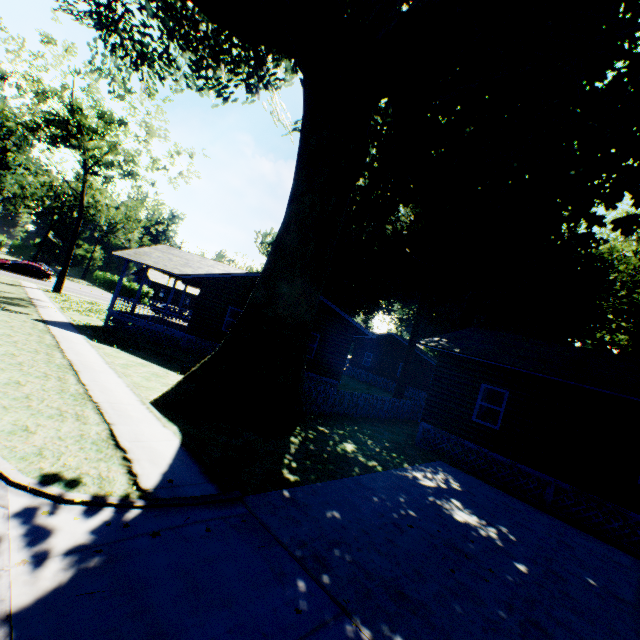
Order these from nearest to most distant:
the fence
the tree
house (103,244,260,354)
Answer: the fence → house (103,244,260,354) → the tree

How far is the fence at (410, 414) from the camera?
13.7 meters

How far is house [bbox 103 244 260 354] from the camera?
20.0m

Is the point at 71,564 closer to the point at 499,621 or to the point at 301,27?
the point at 499,621

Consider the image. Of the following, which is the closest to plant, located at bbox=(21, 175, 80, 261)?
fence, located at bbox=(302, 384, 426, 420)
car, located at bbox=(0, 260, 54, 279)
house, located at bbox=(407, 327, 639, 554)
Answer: fence, located at bbox=(302, 384, 426, 420)

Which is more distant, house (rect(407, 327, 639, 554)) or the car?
the car

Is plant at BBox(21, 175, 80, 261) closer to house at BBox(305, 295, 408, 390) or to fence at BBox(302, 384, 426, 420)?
fence at BBox(302, 384, 426, 420)

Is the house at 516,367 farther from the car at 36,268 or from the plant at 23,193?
the car at 36,268
